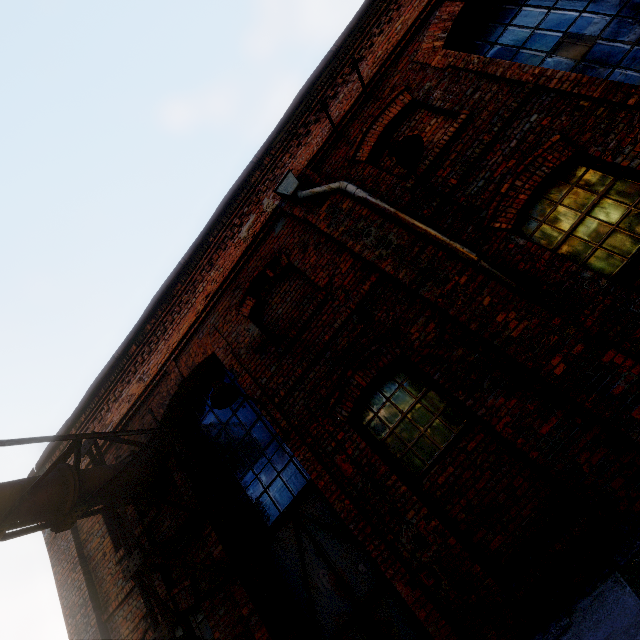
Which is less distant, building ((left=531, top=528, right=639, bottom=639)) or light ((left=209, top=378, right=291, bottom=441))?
building ((left=531, top=528, right=639, bottom=639))

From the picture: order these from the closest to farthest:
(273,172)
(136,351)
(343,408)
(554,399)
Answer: (554,399) → (343,408) → (273,172) → (136,351)

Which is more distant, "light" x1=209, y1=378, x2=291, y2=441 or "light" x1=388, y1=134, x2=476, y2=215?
"light" x1=209, y1=378, x2=291, y2=441

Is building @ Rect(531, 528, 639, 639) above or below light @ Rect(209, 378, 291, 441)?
below

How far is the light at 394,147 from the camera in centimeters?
412cm

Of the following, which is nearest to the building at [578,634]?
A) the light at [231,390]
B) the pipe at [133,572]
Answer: the pipe at [133,572]

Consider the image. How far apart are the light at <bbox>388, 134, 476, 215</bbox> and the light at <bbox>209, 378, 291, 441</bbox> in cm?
385

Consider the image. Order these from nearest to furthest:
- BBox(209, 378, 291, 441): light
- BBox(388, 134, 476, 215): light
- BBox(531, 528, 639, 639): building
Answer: BBox(531, 528, 639, 639): building → BBox(388, 134, 476, 215): light → BBox(209, 378, 291, 441): light
